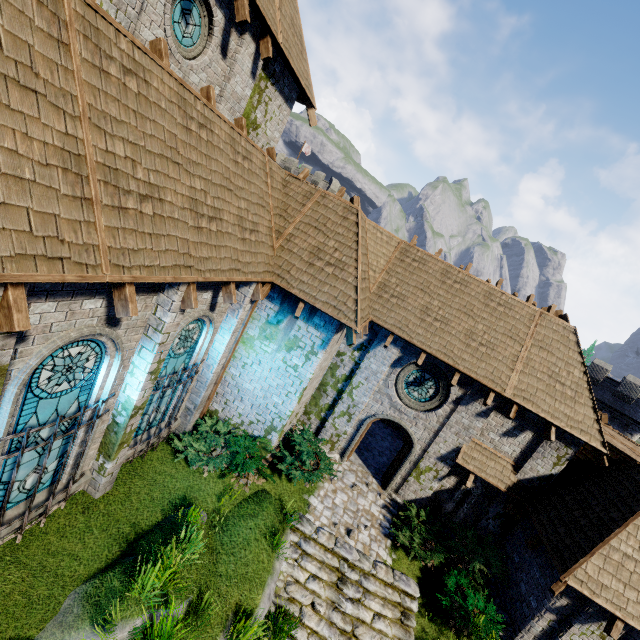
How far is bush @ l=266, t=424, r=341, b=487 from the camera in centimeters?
1068cm

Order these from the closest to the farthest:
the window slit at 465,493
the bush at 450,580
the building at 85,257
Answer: the building at 85,257 < the bush at 450,580 < the window slit at 465,493

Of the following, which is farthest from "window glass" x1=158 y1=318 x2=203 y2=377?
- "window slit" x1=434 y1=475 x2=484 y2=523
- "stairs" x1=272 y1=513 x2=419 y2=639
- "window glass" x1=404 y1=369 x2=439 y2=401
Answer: "window slit" x1=434 y1=475 x2=484 y2=523

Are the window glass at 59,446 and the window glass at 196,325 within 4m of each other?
yes

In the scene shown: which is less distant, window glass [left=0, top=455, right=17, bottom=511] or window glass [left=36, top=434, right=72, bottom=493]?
window glass [left=0, top=455, right=17, bottom=511]

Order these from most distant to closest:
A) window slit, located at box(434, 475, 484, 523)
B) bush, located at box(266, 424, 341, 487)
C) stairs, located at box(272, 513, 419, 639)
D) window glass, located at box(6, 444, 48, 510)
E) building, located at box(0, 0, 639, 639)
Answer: window slit, located at box(434, 475, 484, 523), bush, located at box(266, 424, 341, 487), stairs, located at box(272, 513, 419, 639), window glass, located at box(6, 444, 48, 510), building, located at box(0, 0, 639, 639)

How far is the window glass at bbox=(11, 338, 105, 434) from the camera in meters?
5.1 m

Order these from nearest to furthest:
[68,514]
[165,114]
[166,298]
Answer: [165,114] → [166,298] → [68,514]
